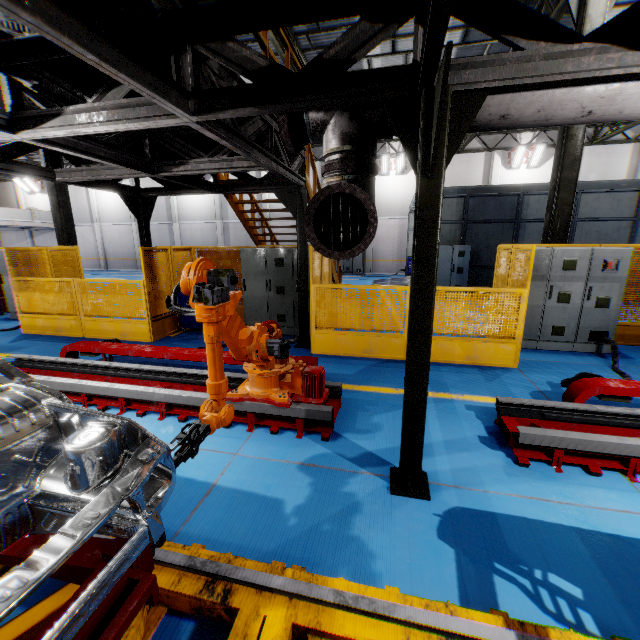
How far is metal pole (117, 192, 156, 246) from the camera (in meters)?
7.16

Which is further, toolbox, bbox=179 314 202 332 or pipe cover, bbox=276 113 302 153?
toolbox, bbox=179 314 202 332

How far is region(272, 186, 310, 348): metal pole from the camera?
6.62m

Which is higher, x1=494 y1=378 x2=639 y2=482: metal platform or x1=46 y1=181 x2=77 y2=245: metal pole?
x1=46 y1=181 x2=77 y2=245: metal pole

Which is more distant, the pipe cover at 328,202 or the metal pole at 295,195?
the metal pole at 295,195

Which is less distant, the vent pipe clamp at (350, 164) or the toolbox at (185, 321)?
the vent pipe clamp at (350, 164)

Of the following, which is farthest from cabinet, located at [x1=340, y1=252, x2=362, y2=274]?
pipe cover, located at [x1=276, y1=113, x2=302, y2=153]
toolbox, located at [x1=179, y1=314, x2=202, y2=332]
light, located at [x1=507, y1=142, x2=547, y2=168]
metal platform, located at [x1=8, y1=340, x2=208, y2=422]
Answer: pipe cover, located at [x1=276, y1=113, x2=302, y2=153]

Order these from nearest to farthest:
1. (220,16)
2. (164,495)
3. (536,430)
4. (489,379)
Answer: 1. (164,495)
2. (220,16)
3. (536,430)
4. (489,379)
